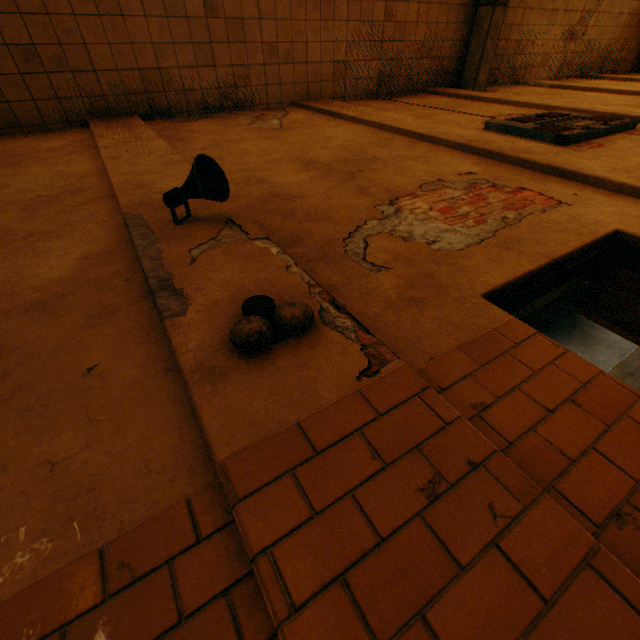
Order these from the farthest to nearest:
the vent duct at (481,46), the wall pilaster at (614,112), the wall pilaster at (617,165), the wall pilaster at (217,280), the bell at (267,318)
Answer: the vent duct at (481,46)
the wall pilaster at (614,112)
the wall pilaster at (617,165)
the bell at (267,318)
the wall pilaster at (217,280)

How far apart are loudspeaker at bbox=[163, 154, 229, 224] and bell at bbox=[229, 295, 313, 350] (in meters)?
0.95

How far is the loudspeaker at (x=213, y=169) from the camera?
2.05m

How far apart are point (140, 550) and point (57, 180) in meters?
4.0

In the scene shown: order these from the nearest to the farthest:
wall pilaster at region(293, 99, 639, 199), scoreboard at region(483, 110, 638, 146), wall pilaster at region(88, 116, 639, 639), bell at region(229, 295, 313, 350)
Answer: wall pilaster at region(88, 116, 639, 639)
bell at region(229, 295, 313, 350)
wall pilaster at region(293, 99, 639, 199)
scoreboard at region(483, 110, 638, 146)

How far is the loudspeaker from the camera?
2.05m

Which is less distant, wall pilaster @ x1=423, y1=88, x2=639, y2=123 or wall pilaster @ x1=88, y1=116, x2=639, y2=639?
wall pilaster @ x1=88, y1=116, x2=639, y2=639

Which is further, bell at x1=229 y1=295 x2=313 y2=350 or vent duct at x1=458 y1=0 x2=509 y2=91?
vent duct at x1=458 y1=0 x2=509 y2=91
